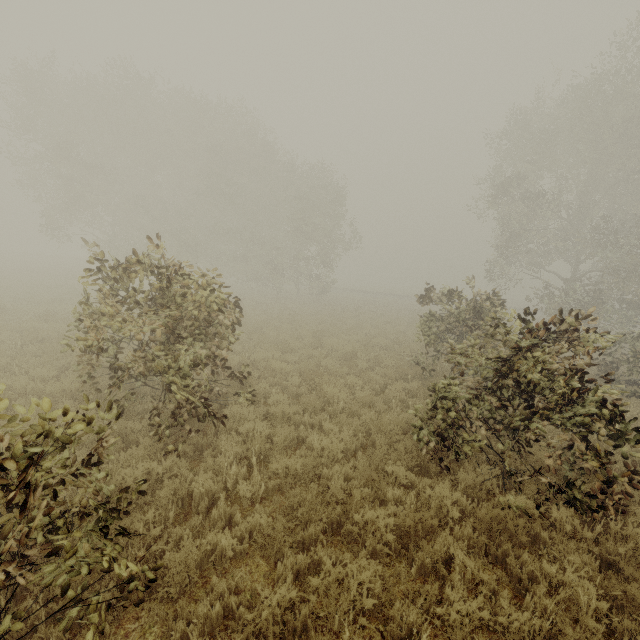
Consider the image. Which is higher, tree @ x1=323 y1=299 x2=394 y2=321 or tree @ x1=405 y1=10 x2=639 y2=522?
tree @ x1=405 y1=10 x2=639 y2=522

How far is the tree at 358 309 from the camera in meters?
22.3

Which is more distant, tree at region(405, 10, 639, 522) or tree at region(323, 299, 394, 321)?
tree at region(323, 299, 394, 321)

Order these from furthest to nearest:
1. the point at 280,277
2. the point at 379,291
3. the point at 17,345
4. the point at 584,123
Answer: the point at 379,291, the point at 280,277, the point at 584,123, the point at 17,345

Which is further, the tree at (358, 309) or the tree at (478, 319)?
the tree at (358, 309)

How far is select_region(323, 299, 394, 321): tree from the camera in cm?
2227
